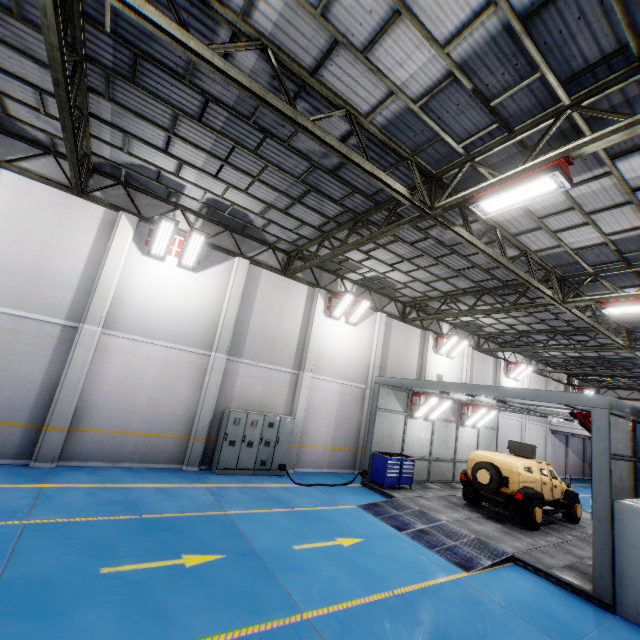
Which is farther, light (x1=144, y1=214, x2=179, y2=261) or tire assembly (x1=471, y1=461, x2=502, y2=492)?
tire assembly (x1=471, y1=461, x2=502, y2=492)

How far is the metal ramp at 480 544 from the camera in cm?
791

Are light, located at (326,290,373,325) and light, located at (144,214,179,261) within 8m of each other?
yes

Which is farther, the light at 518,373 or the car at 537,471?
the light at 518,373

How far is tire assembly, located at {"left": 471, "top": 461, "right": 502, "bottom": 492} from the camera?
11.1m

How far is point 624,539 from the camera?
6.94m

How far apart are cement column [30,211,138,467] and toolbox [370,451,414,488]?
10.6m

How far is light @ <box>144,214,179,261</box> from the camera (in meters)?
10.52
